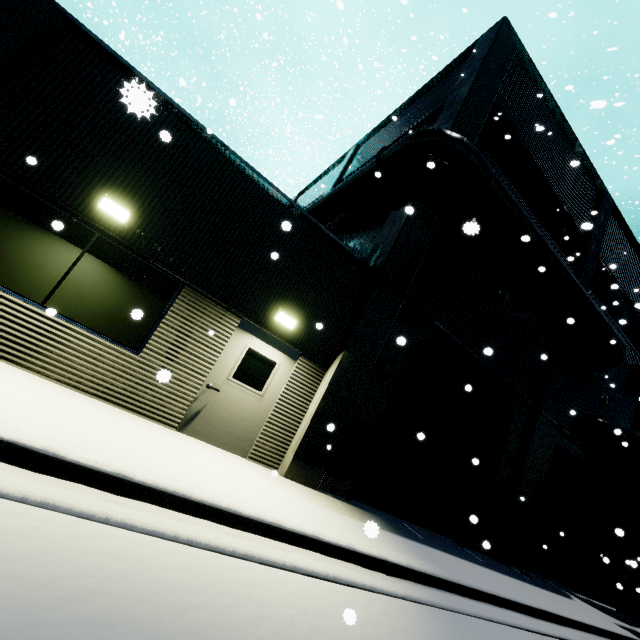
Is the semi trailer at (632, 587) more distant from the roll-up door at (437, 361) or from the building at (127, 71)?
the roll-up door at (437, 361)

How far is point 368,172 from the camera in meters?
9.8 m

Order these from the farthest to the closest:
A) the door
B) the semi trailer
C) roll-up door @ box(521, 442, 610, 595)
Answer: roll-up door @ box(521, 442, 610, 595)
the semi trailer
the door

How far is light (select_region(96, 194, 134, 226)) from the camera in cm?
510

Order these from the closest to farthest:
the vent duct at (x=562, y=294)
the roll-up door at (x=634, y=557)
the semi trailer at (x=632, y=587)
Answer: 1. the vent duct at (x=562, y=294)
2. the semi trailer at (x=632, y=587)
3. the roll-up door at (x=634, y=557)

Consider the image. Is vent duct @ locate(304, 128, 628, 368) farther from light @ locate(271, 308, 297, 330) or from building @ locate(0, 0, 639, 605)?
light @ locate(271, 308, 297, 330)

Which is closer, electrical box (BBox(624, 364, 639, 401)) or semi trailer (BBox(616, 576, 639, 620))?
semi trailer (BBox(616, 576, 639, 620))

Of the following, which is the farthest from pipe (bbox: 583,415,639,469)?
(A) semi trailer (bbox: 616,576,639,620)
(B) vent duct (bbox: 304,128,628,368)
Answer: (B) vent duct (bbox: 304,128,628,368)
